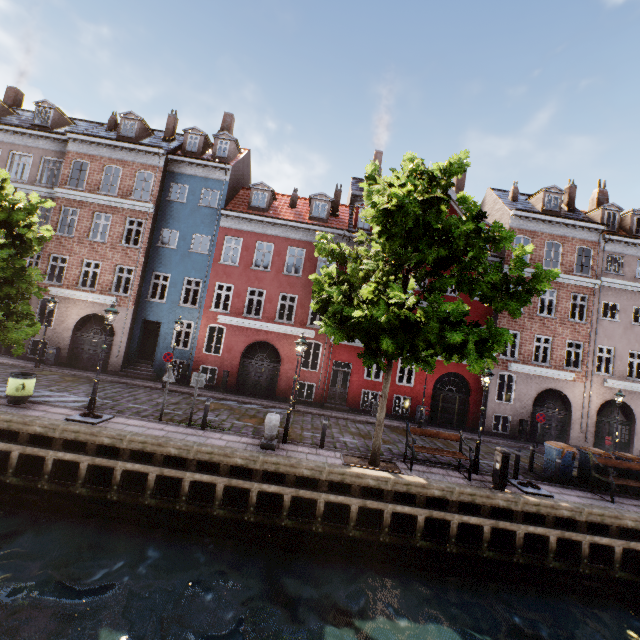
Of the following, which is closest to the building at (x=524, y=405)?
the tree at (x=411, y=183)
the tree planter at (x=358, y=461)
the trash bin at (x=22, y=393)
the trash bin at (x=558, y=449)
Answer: the tree at (x=411, y=183)

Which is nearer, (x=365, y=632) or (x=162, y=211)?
(x=365, y=632)

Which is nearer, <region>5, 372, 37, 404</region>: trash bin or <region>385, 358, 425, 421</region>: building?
<region>5, 372, 37, 404</region>: trash bin

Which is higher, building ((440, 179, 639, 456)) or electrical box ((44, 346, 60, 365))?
building ((440, 179, 639, 456))

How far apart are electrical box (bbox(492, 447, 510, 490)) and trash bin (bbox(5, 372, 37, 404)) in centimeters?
1595cm

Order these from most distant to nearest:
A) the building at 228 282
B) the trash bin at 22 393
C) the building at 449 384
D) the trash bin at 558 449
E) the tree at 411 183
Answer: the building at 449 384 < the building at 228 282 < the trash bin at 558 449 < the trash bin at 22 393 < the tree at 411 183

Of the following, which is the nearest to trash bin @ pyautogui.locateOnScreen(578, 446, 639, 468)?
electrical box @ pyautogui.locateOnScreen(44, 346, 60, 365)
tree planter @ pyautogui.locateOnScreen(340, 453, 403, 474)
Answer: tree planter @ pyautogui.locateOnScreen(340, 453, 403, 474)

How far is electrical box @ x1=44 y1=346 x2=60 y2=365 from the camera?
18.48m
